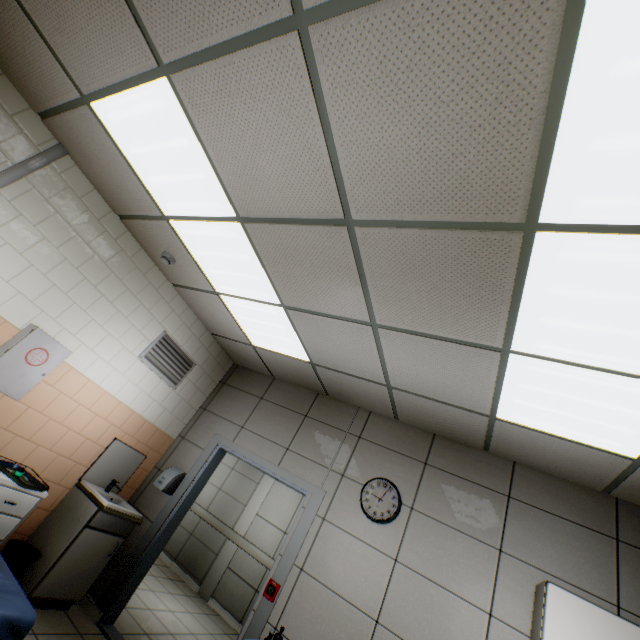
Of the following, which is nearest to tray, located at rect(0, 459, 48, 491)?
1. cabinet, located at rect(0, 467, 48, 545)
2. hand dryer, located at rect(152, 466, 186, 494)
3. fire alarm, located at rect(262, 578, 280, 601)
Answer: cabinet, located at rect(0, 467, 48, 545)

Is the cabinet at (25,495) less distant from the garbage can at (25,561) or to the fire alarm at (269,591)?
the garbage can at (25,561)

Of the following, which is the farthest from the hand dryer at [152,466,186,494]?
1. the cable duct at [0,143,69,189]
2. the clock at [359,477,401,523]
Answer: the cable duct at [0,143,69,189]

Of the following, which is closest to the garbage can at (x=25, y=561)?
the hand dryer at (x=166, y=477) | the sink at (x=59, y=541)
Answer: the sink at (x=59, y=541)

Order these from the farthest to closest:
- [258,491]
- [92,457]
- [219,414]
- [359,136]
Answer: [258,491] < [219,414] < [92,457] < [359,136]

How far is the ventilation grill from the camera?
4.17m

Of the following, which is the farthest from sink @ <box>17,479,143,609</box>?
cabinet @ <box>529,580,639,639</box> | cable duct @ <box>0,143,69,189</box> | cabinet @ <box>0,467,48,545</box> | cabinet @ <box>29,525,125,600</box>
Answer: cabinet @ <box>529,580,639,639</box>

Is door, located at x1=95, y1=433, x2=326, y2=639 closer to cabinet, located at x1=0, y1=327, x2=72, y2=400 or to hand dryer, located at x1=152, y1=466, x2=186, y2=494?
hand dryer, located at x1=152, y1=466, x2=186, y2=494
